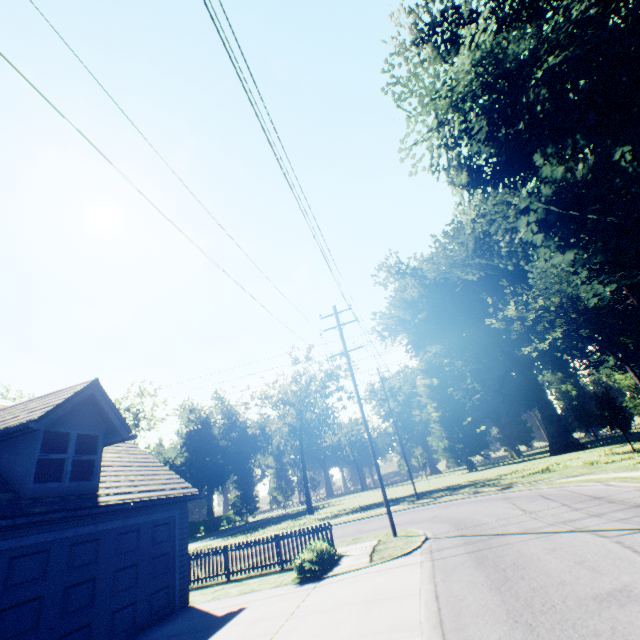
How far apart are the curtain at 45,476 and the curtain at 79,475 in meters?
0.2 m

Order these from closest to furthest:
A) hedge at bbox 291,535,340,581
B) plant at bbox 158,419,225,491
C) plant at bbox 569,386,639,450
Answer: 1. hedge at bbox 291,535,340,581
2. plant at bbox 569,386,639,450
3. plant at bbox 158,419,225,491

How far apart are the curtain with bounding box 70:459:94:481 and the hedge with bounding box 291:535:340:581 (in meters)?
7.05

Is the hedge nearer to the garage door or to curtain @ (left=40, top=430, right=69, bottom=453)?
the garage door

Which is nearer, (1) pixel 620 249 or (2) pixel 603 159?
(2) pixel 603 159

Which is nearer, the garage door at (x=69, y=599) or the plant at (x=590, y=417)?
the garage door at (x=69, y=599)

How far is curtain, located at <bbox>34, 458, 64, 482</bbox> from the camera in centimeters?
839cm

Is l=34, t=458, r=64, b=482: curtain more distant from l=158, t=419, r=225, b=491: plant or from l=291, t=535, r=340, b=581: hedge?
l=158, t=419, r=225, b=491: plant
